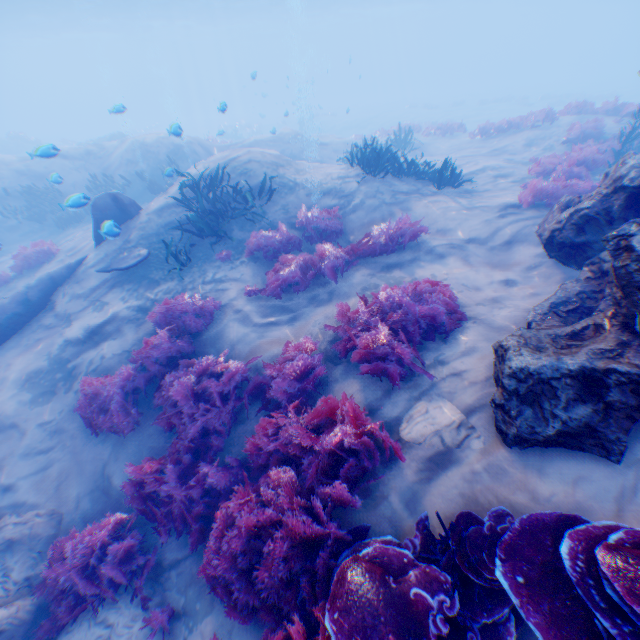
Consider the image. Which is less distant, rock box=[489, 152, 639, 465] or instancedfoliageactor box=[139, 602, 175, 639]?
rock box=[489, 152, 639, 465]

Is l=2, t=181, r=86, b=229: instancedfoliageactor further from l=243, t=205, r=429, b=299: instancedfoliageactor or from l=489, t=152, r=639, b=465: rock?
l=243, t=205, r=429, b=299: instancedfoliageactor

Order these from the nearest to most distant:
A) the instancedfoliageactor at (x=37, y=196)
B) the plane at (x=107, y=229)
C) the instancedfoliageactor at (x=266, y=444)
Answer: the instancedfoliageactor at (x=266, y=444) < the plane at (x=107, y=229) < the instancedfoliageactor at (x=37, y=196)

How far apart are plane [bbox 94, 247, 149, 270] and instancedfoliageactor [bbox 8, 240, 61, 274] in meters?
3.4 m

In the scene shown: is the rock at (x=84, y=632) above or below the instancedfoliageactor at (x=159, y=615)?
below

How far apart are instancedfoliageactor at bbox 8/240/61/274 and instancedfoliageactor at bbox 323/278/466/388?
10.68m

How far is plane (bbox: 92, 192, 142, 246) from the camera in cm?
883

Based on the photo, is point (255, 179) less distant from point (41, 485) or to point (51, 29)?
point (41, 485)
